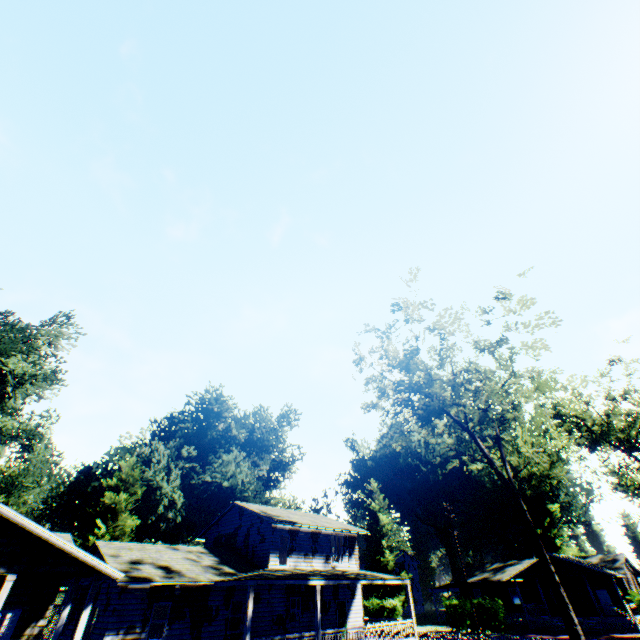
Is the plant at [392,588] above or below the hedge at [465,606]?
above

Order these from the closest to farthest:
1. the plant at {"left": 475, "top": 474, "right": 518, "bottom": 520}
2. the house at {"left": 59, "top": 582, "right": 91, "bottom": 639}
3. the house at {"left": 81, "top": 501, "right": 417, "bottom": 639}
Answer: the house at {"left": 81, "top": 501, "right": 417, "bottom": 639}, the house at {"left": 59, "top": 582, "right": 91, "bottom": 639}, the plant at {"left": 475, "top": 474, "right": 518, "bottom": 520}

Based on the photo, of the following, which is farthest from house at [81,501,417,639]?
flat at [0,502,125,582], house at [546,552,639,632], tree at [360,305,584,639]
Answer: house at [546,552,639,632]

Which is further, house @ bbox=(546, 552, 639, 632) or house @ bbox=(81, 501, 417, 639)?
house @ bbox=(546, 552, 639, 632)

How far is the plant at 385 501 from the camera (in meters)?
48.50

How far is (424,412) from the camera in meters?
24.8

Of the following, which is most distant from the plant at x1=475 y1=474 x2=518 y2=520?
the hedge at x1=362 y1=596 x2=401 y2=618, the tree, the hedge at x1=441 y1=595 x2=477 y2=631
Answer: the tree

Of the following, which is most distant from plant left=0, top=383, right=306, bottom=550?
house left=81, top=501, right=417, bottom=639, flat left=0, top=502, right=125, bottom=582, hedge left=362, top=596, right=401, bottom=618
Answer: flat left=0, top=502, right=125, bottom=582
